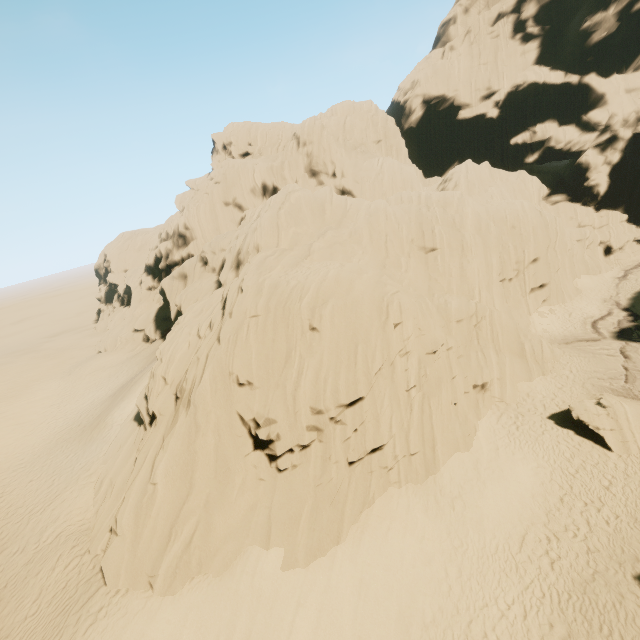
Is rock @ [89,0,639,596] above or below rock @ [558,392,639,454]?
above

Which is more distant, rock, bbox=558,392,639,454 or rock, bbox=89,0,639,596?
rock, bbox=558,392,639,454

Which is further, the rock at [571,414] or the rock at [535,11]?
the rock at [571,414]

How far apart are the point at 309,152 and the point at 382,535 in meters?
40.3

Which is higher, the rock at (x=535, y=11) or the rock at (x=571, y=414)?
the rock at (x=535, y=11)
